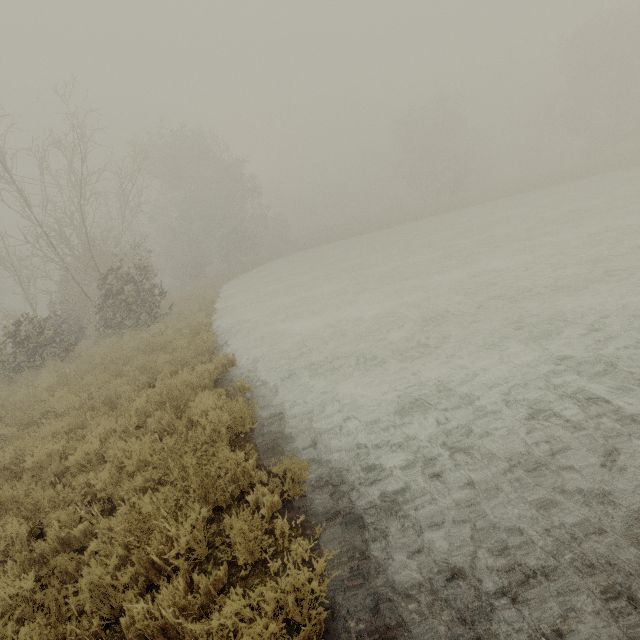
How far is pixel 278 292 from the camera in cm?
2014
